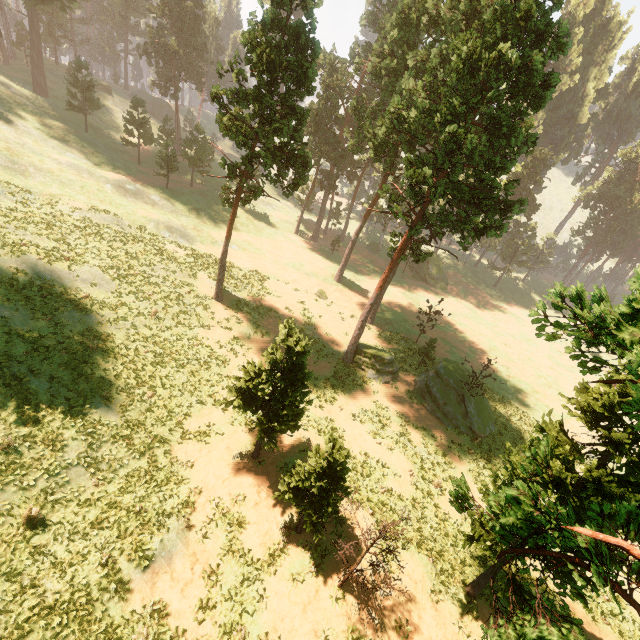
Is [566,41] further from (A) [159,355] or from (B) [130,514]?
(B) [130,514]

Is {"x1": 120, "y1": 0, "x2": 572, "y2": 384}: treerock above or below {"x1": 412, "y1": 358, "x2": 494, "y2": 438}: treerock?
above

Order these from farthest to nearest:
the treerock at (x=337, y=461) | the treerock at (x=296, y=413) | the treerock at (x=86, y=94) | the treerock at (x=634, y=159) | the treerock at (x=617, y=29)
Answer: the treerock at (x=634, y=159) → the treerock at (x=617, y=29) → the treerock at (x=86, y=94) → the treerock at (x=296, y=413) → the treerock at (x=337, y=461)

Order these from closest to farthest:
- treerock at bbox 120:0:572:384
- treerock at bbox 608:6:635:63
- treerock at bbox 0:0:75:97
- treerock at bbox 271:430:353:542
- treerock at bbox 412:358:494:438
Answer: treerock at bbox 271:430:353:542 → treerock at bbox 120:0:572:384 → treerock at bbox 412:358:494:438 → treerock at bbox 0:0:75:97 → treerock at bbox 608:6:635:63

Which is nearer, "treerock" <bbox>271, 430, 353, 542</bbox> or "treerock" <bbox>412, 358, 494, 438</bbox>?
"treerock" <bbox>271, 430, 353, 542</bbox>

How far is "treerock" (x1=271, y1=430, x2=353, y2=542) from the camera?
12.95m

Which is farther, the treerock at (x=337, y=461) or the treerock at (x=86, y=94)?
the treerock at (x=86, y=94)
